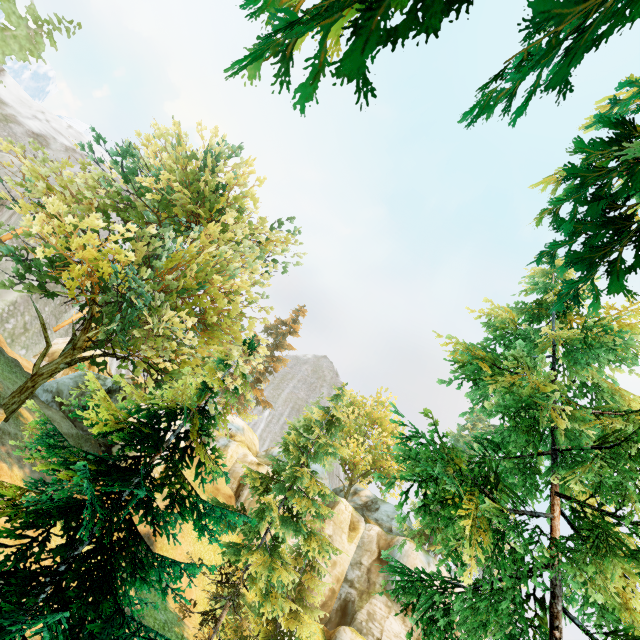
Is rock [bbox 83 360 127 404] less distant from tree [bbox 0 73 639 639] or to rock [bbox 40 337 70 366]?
tree [bbox 0 73 639 639]

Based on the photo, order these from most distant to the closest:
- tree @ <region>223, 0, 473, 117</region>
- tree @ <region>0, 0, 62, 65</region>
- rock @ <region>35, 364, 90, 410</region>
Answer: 1. tree @ <region>0, 0, 62, 65</region>
2. rock @ <region>35, 364, 90, 410</region>
3. tree @ <region>223, 0, 473, 117</region>

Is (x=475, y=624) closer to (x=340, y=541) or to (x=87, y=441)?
(x=87, y=441)

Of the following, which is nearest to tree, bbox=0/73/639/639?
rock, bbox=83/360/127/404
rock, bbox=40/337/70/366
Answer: rock, bbox=40/337/70/366

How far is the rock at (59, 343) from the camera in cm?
2866

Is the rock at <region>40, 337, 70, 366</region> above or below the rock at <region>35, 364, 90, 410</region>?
above

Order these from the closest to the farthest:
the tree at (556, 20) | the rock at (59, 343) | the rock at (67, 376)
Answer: the tree at (556, 20)
the rock at (67, 376)
the rock at (59, 343)
